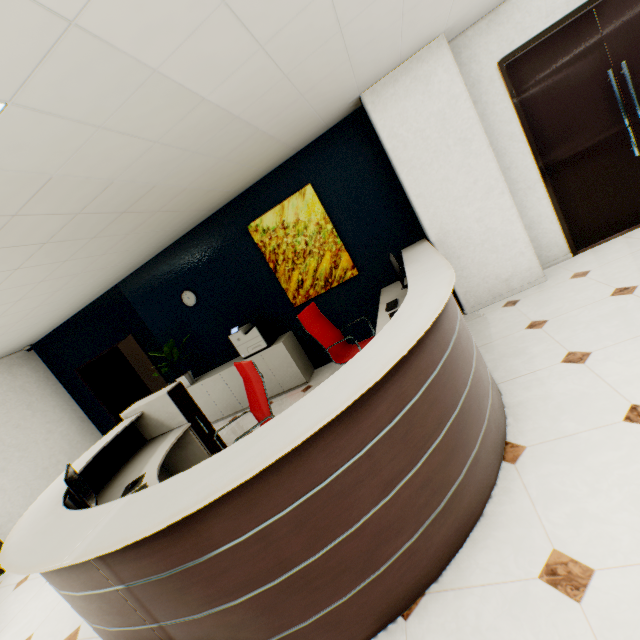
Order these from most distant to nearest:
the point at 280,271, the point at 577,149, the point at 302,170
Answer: the point at 280,271 < the point at 302,170 < the point at 577,149

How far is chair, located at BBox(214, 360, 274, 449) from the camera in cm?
287

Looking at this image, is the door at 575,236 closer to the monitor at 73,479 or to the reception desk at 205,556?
the reception desk at 205,556

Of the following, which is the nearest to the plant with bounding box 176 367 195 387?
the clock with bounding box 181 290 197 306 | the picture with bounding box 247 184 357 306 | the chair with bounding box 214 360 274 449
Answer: the clock with bounding box 181 290 197 306

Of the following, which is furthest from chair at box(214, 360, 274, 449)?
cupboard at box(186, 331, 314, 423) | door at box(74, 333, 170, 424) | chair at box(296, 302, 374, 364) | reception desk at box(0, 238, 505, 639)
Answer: door at box(74, 333, 170, 424)

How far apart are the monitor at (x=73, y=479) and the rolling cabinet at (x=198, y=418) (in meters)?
1.26

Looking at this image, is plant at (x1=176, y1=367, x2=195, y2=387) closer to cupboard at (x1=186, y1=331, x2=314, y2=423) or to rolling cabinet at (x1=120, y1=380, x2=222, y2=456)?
cupboard at (x1=186, y1=331, x2=314, y2=423)

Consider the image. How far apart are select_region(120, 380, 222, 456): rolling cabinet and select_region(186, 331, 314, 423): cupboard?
1.2 meters
